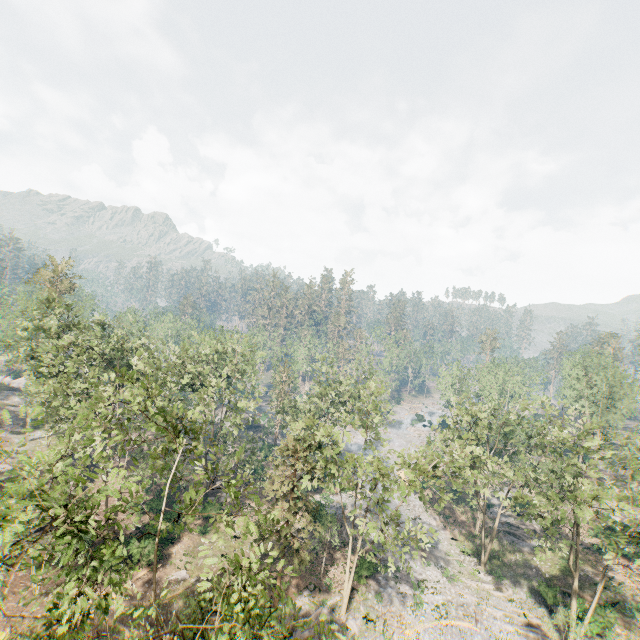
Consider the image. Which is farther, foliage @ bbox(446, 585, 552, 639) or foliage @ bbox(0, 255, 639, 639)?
foliage @ bbox(446, 585, 552, 639)

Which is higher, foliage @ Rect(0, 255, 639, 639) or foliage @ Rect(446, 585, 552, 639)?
foliage @ Rect(0, 255, 639, 639)

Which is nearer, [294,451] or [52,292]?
[294,451]

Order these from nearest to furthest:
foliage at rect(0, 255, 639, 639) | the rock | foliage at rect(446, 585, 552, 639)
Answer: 1. foliage at rect(0, 255, 639, 639)
2. foliage at rect(446, 585, 552, 639)
3. the rock

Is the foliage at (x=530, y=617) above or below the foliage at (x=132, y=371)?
below

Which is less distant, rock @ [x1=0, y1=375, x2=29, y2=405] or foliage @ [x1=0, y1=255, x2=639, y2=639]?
foliage @ [x1=0, y1=255, x2=639, y2=639]

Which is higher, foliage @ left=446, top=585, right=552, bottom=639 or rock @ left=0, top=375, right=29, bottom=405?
rock @ left=0, top=375, right=29, bottom=405

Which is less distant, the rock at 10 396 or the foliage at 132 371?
the foliage at 132 371
